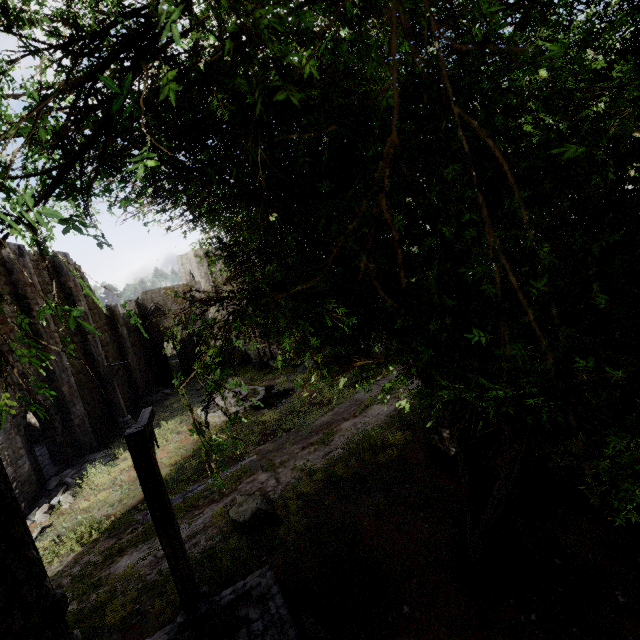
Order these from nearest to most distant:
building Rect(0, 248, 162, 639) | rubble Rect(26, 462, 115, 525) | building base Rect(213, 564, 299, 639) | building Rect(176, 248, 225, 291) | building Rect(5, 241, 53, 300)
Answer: building Rect(0, 248, 162, 639), building base Rect(213, 564, 299, 639), rubble Rect(26, 462, 115, 525), building Rect(5, 241, 53, 300), building Rect(176, 248, 225, 291)

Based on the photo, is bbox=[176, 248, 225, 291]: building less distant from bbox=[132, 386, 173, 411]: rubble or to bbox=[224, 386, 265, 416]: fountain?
bbox=[132, 386, 173, 411]: rubble

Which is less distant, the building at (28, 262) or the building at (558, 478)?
the building at (558, 478)

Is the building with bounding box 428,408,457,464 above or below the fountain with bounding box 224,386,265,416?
above

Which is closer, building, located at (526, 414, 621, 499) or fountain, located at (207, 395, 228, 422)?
building, located at (526, 414, 621, 499)

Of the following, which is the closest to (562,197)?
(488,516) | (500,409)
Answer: (500,409)

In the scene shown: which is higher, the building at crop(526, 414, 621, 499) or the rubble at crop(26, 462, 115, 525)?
the building at crop(526, 414, 621, 499)

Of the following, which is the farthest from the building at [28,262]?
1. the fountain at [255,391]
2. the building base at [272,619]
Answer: the fountain at [255,391]
